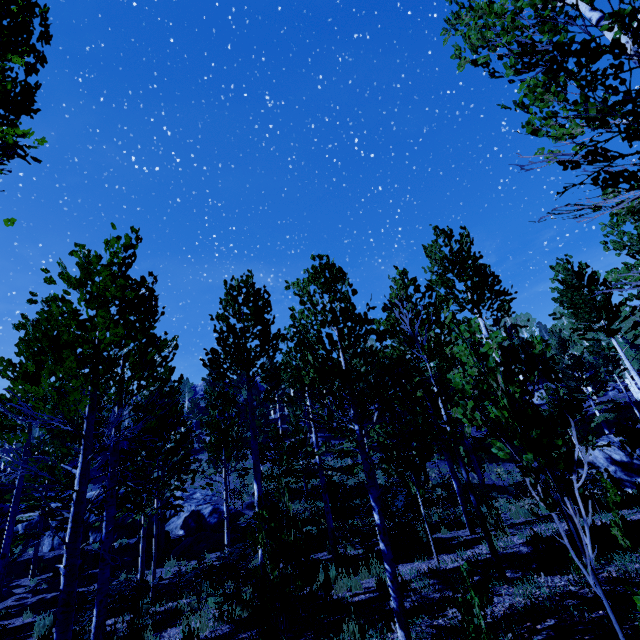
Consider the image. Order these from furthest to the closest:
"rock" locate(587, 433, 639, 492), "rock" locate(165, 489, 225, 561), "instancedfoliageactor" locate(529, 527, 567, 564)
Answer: "rock" locate(165, 489, 225, 561), "rock" locate(587, 433, 639, 492), "instancedfoliageactor" locate(529, 527, 567, 564)

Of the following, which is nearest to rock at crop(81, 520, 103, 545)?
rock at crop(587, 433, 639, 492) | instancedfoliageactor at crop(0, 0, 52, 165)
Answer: instancedfoliageactor at crop(0, 0, 52, 165)

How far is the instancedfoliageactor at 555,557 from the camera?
6.0 meters

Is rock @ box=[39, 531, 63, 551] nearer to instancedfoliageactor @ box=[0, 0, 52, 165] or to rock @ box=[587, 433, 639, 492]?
instancedfoliageactor @ box=[0, 0, 52, 165]

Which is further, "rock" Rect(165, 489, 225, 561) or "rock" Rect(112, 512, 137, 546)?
"rock" Rect(112, 512, 137, 546)

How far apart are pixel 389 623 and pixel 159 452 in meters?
4.6

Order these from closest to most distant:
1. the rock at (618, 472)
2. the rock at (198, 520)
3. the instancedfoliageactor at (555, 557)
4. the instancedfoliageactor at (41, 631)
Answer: the instancedfoliageactor at (555, 557)
the instancedfoliageactor at (41, 631)
the rock at (618, 472)
the rock at (198, 520)
